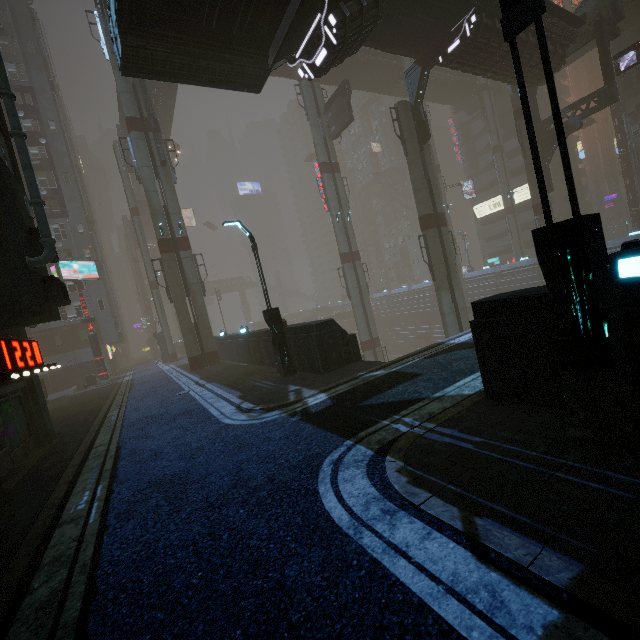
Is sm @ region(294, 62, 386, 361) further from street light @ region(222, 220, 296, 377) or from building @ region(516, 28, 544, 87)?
street light @ region(222, 220, 296, 377)

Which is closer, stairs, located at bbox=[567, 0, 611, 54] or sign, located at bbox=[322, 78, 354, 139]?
stairs, located at bbox=[567, 0, 611, 54]

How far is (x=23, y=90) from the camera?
35.66m

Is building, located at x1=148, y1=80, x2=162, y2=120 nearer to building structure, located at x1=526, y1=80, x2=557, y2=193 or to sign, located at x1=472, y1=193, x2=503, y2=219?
building structure, located at x1=526, y1=80, x2=557, y2=193

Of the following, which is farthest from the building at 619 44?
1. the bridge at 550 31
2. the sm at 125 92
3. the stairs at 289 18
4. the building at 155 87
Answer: the building at 155 87

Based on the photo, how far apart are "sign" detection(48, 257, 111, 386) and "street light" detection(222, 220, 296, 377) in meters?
24.2 m

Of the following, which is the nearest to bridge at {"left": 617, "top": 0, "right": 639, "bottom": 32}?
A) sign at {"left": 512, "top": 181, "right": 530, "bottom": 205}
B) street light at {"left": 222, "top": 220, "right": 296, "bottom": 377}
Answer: sign at {"left": 512, "top": 181, "right": 530, "bottom": 205}

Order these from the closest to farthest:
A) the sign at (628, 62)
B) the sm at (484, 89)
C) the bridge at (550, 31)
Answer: the bridge at (550, 31)
the sign at (628, 62)
the sm at (484, 89)
